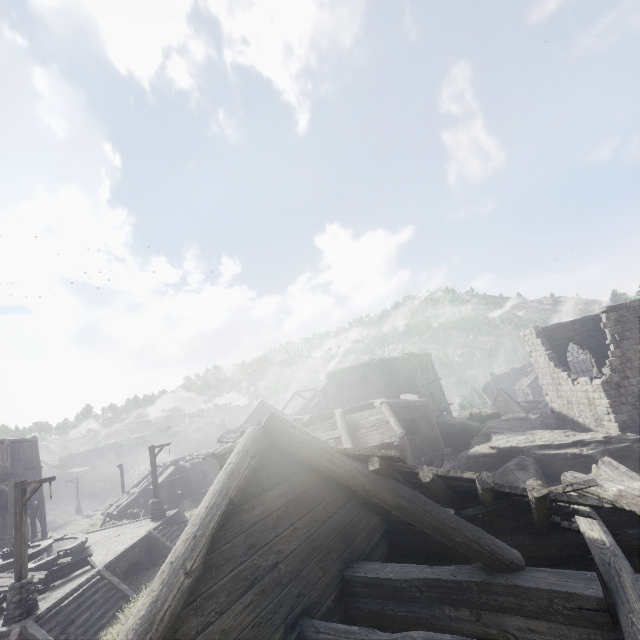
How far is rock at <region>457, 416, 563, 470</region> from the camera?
21.7 meters

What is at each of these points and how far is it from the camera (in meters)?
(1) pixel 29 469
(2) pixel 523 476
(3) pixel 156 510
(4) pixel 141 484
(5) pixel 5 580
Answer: (1) building, 31.94
(2) rock, 15.62
(3) wooden lamp post, 21.62
(4) building, 36.09
(5) broken furniture, 13.96

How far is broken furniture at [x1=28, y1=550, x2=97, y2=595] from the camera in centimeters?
1382cm

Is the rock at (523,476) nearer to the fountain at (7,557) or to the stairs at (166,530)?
the stairs at (166,530)

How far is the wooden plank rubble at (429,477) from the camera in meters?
4.4

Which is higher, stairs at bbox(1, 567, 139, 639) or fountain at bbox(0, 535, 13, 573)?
fountain at bbox(0, 535, 13, 573)

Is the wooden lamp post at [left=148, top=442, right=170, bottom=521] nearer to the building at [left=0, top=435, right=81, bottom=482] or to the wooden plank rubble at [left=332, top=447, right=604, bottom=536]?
the building at [left=0, top=435, right=81, bottom=482]

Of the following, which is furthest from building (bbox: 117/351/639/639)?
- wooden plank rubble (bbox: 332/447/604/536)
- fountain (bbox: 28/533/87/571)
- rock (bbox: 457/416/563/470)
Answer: fountain (bbox: 28/533/87/571)
